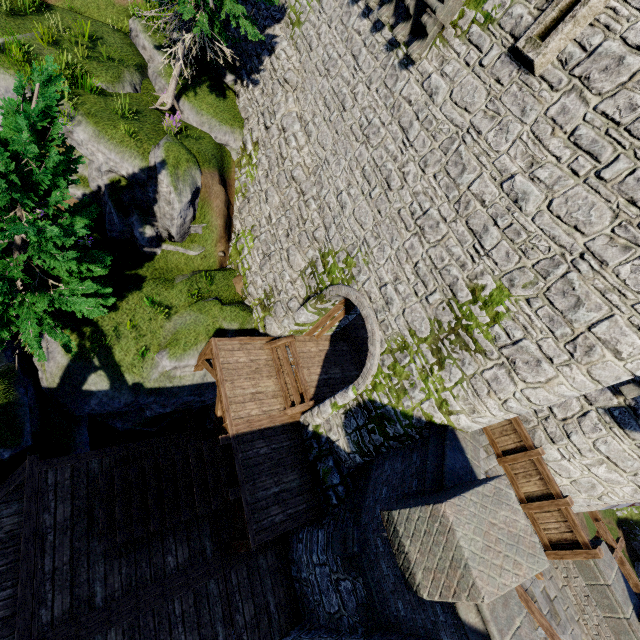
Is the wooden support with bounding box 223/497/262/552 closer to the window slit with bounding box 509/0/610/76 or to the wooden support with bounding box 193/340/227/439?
the wooden support with bounding box 193/340/227/439

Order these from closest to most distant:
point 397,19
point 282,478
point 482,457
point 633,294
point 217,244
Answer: point 633,294, point 397,19, point 482,457, point 282,478, point 217,244

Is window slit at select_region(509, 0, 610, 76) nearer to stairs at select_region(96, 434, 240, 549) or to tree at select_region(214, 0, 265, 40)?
tree at select_region(214, 0, 265, 40)

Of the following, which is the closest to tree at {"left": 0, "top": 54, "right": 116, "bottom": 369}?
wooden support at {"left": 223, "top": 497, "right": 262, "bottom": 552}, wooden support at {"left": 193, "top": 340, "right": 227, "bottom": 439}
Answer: wooden support at {"left": 193, "top": 340, "right": 227, "bottom": 439}

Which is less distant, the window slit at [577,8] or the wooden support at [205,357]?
the window slit at [577,8]

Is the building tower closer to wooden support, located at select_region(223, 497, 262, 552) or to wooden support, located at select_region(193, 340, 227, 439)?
wooden support, located at select_region(193, 340, 227, 439)

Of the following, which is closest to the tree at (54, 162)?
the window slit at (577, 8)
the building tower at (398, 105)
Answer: the building tower at (398, 105)

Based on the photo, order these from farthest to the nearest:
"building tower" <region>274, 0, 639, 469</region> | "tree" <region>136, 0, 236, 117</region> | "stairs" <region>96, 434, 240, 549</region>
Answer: "tree" <region>136, 0, 236, 117</region>
"stairs" <region>96, 434, 240, 549</region>
"building tower" <region>274, 0, 639, 469</region>
